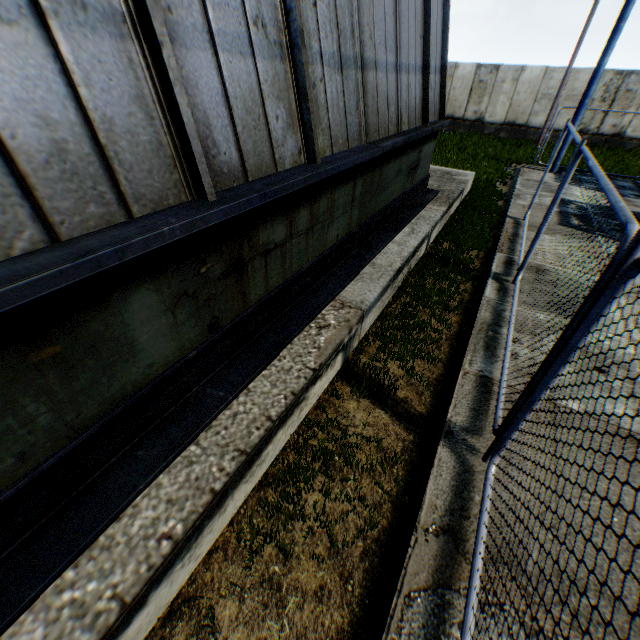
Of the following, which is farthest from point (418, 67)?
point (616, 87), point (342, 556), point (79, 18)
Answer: point (616, 87)
